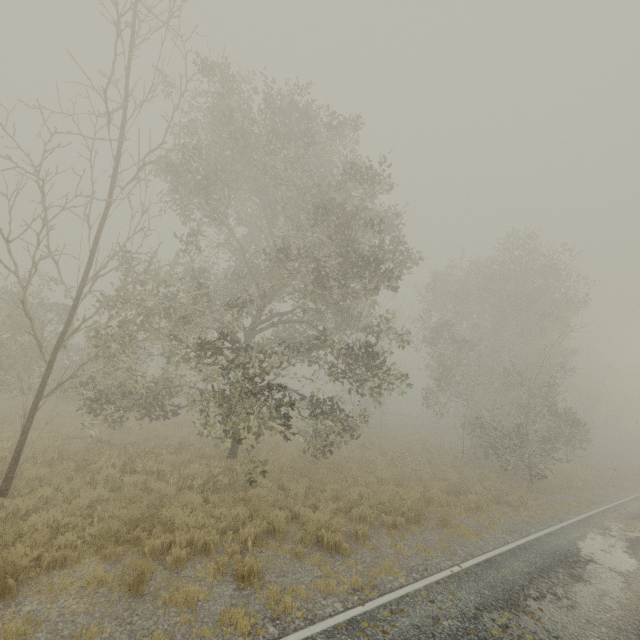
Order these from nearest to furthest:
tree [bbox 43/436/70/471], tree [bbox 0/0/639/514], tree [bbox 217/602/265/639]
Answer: tree [bbox 217/602/265/639] < tree [bbox 0/0/639/514] < tree [bbox 43/436/70/471]

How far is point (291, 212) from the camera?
11.56m

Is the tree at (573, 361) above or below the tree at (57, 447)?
above

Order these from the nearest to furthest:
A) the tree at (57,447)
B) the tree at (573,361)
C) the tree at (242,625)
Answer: the tree at (242,625) → the tree at (573,361) → the tree at (57,447)

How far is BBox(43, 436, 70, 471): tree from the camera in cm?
1064

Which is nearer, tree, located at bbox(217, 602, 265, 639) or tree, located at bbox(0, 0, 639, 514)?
tree, located at bbox(217, 602, 265, 639)

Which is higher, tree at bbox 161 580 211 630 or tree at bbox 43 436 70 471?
tree at bbox 43 436 70 471
